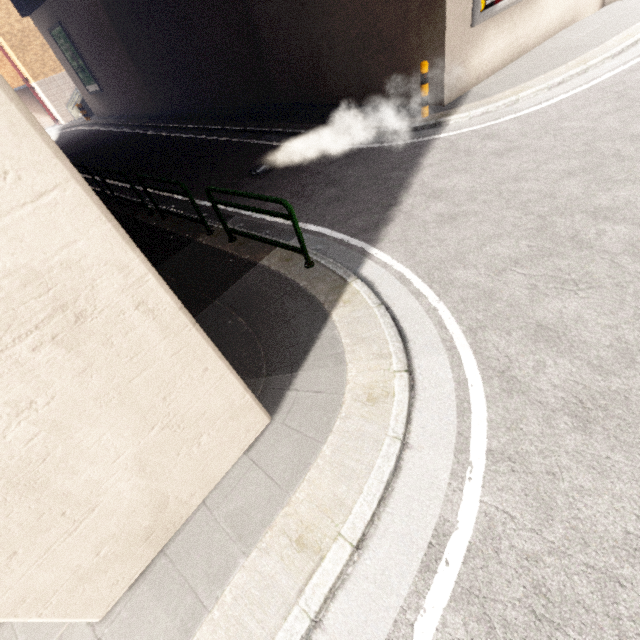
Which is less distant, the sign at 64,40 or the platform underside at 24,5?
the platform underside at 24,5

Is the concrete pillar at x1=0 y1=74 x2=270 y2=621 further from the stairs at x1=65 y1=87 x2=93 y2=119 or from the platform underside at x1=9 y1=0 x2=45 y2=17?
the stairs at x1=65 y1=87 x2=93 y2=119

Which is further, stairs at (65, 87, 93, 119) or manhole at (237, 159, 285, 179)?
stairs at (65, 87, 93, 119)

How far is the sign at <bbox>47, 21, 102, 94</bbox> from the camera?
19.62m

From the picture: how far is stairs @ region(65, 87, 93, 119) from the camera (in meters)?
25.41

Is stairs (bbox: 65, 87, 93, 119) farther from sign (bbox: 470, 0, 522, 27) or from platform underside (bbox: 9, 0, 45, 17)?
sign (bbox: 470, 0, 522, 27)

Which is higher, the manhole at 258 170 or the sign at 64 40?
the sign at 64 40

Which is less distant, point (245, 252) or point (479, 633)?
point (479, 633)
